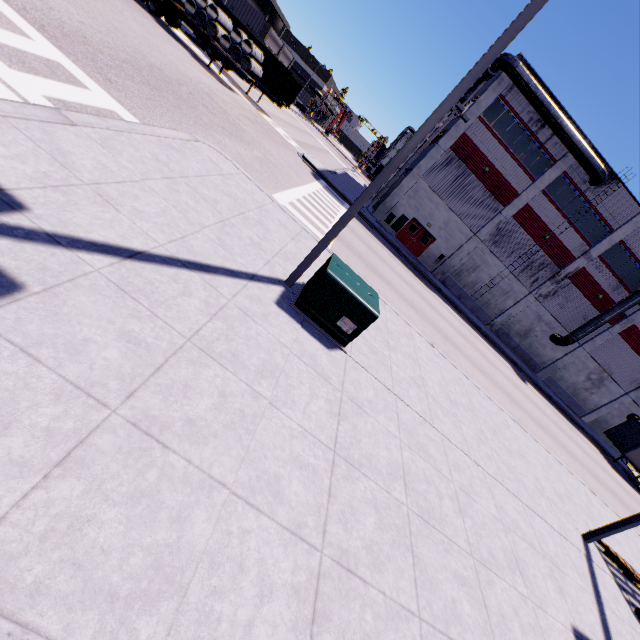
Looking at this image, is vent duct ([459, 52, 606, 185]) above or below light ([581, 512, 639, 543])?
above

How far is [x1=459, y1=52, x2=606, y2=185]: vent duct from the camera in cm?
2258

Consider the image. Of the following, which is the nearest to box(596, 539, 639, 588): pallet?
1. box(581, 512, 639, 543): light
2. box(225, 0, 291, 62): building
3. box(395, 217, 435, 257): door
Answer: box(581, 512, 639, 543): light

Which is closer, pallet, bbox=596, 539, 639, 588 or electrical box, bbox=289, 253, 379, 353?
electrical box, bbox=289, 253, 379, 353

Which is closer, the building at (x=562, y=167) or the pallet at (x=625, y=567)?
the pallet at (x=625, y=567)

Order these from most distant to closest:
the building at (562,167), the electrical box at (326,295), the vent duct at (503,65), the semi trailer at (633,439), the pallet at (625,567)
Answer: the semi trailer at (633,439) < the building at (562,167) < the vent duct at (503,65) < the pallet at (625,567) < the electrical box at (326,295)

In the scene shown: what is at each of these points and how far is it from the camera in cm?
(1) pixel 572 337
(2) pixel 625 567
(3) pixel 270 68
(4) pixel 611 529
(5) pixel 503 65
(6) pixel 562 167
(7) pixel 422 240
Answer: (1) vent duct, 2978
(2) pallet, 839
(3) cargo container, 2606
(4) light, 846
(5) vent duct, 2272
(6) building, 2555
(7) door, 2977

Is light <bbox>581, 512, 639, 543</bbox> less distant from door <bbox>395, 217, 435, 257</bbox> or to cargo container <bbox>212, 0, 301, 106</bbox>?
cargo container <bbox>212, 0, 301, 106</bbox>
